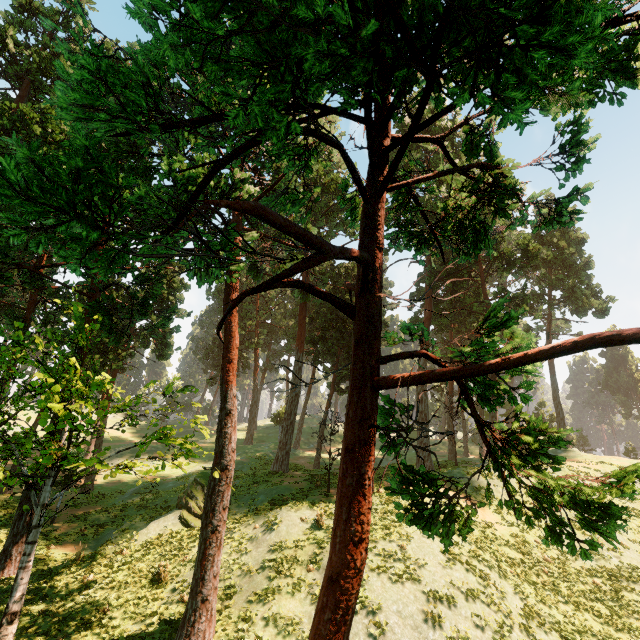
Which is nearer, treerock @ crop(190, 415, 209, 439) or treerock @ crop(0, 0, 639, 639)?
treerock @ crop(0, 0, 639, 639)

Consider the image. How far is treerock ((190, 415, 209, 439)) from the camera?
14.7m

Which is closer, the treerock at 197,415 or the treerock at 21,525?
the treerock at 21,525

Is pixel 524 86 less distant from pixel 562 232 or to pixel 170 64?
pixel 170 64

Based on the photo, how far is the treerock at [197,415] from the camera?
14.7m
